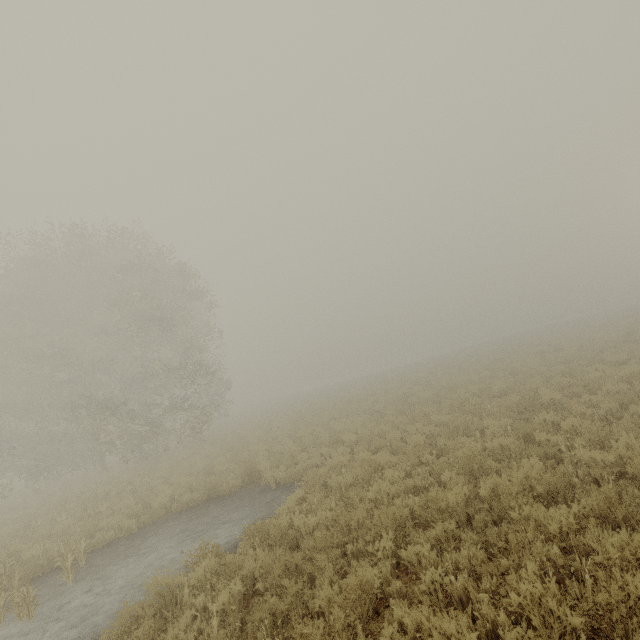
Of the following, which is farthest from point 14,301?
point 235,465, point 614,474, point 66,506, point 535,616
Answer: point 614,474
